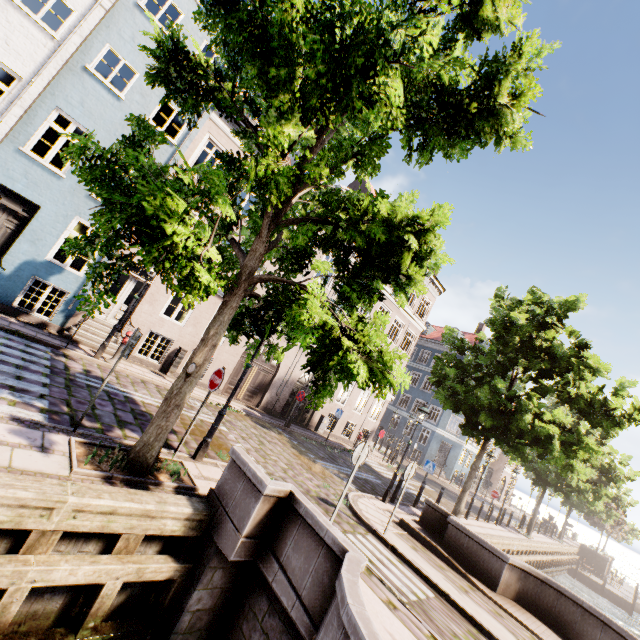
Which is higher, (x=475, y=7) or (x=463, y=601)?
(x=475, y=7)

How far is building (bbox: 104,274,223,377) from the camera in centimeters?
1268cm

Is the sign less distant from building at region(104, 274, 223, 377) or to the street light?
the street light

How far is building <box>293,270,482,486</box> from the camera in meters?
21.6

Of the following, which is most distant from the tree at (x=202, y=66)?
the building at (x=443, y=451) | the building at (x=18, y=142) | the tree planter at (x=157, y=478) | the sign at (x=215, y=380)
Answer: the building at (x=443, y=451)

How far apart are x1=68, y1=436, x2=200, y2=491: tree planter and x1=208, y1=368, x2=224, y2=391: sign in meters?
1.4

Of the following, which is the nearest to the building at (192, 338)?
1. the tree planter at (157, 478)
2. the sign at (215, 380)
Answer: the tree planter at (157, 478)
